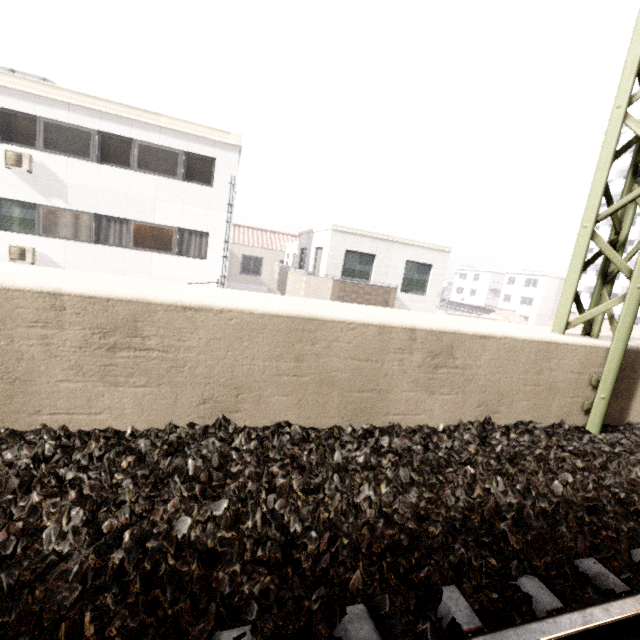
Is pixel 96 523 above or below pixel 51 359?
below

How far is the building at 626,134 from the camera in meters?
39.6 m

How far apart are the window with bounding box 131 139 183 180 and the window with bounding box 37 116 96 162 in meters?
1.1

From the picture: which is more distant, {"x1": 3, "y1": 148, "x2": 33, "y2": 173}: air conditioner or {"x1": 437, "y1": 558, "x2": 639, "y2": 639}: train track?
{"x1": 3, "y1": 148, "x2": 33, "y2": 173}: air conditioner

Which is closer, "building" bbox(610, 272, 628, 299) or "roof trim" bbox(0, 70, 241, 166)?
"roof trim" bbox(0, 70, 241, 166)

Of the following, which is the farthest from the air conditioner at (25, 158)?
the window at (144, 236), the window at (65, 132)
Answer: the window at (144, 236)

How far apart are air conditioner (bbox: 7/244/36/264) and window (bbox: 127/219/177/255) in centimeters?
298cm

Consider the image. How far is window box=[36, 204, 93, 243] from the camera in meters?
11.9 m
